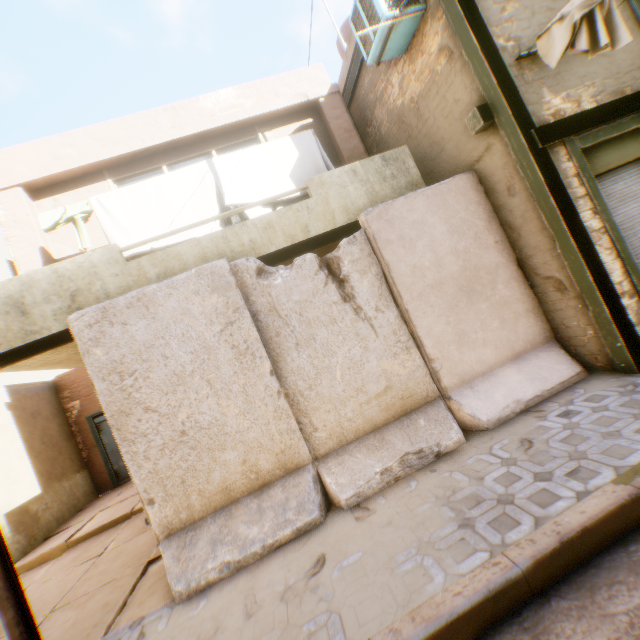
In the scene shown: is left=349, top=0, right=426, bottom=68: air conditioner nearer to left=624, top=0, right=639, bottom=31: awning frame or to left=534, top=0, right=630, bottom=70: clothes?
left=534, top=0, right=630, bottom=70: clothes

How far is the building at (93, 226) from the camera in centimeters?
604cm

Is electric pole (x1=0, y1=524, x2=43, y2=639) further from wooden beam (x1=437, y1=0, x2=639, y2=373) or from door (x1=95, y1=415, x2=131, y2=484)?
door (x1=95, y1=415, x2=131, y2=484)

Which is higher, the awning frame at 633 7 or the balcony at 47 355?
the awning frame at 633 7

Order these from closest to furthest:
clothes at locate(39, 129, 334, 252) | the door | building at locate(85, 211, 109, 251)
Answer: clothes at locate(39, 129, 334, 252)
building at locate(85, 211, 109, 251)
the door

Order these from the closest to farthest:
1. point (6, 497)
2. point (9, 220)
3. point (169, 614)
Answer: point (169, 614) < point (9, 220) < point (6, 497)

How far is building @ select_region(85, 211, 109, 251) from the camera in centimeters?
604cm

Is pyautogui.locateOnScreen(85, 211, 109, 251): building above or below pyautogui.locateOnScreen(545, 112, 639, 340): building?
above
